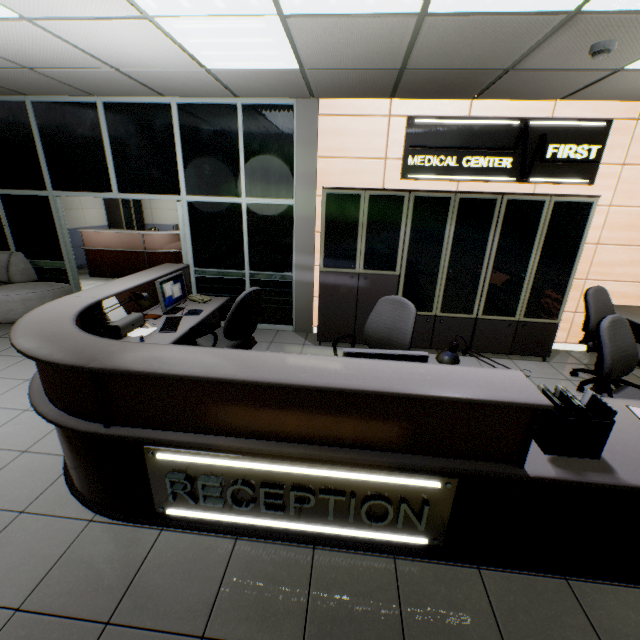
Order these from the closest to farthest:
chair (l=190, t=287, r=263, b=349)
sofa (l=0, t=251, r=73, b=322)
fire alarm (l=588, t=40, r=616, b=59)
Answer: fire alarm (l=588, t=40, r=616, b=59) < chair (l=190, t=287, r=263, b=349) < sofa (l=0, t=251, r=73, b=322)

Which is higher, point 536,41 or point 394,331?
point 536,41

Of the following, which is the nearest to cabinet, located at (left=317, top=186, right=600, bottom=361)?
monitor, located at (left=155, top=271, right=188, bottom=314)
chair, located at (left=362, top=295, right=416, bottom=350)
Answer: chair, located at (left=362, top=295, right=416, bottom=350)

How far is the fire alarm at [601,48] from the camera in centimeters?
249cm

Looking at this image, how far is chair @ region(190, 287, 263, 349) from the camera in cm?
312

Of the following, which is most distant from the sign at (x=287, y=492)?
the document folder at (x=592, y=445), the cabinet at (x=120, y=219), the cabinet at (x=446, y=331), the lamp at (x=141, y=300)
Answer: the cabinet at (x=120, y=219)

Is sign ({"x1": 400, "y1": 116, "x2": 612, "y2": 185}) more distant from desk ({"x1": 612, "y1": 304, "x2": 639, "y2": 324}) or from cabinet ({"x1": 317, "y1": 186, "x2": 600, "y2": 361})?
desk ({"x1": 612, "y1": 304, "x2": 639, "y2": 324})

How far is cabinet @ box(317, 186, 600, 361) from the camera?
3.9m
